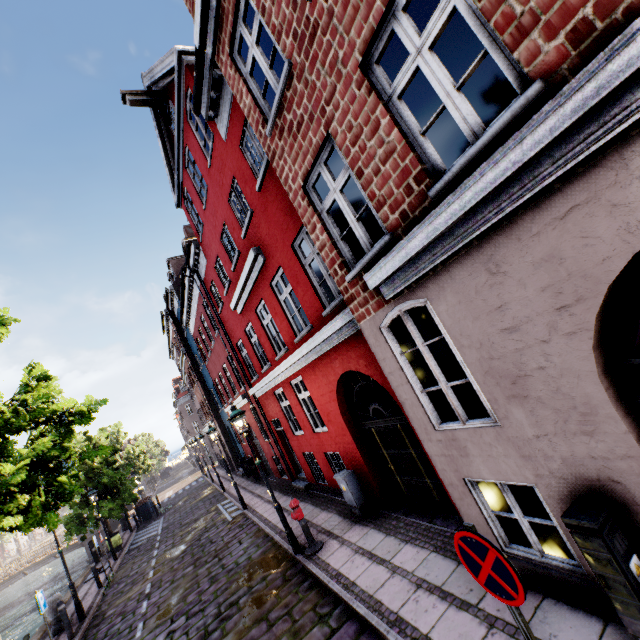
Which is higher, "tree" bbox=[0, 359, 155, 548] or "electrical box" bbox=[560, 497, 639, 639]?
"tree" bbox=[0, 359, 155, 548]

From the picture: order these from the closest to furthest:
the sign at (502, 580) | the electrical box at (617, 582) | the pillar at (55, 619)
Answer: the sign at (502, 580) < the electrical box at (617, 582) < the pillar at (55, 619)

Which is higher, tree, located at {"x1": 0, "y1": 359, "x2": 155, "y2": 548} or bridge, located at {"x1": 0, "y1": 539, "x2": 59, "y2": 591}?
tree, located at {"x1": 0, "y1": 359, "x2": 155, "y2": 548}

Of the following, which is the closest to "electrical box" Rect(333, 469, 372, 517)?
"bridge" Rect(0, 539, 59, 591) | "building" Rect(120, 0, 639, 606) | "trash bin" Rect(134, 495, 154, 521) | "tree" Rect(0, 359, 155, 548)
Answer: "building" Rect(120, 0, 639, 606)

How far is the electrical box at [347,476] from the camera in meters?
8.0 m

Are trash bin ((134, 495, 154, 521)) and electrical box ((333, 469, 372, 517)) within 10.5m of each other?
no

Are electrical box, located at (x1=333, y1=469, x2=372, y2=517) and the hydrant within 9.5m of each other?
yes

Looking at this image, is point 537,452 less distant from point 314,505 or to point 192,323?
point 314,505
